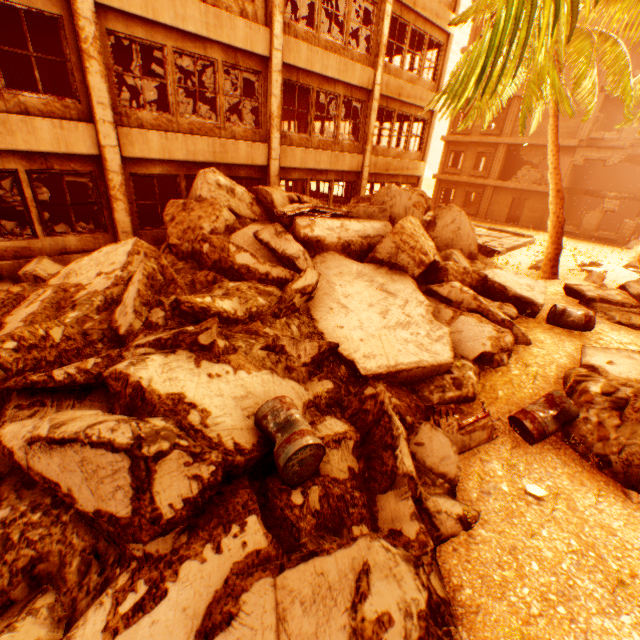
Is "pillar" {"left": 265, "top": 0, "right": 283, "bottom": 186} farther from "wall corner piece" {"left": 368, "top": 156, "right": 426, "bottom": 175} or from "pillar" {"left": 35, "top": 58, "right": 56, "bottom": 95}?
"pillar" {"left": 35, "top": 58, "right": 56, "bottom": 95}

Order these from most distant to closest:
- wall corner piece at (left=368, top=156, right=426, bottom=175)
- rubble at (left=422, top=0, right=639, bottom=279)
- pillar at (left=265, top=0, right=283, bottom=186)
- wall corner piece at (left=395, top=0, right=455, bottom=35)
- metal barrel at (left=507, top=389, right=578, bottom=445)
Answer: wall corner piece at (left=368, top=156, right=426, bottom=175)
wall corner piece at (left=395, top=0, right=455, bottom=35)
pillar at (left=265, top=0, right=283, bottom=186)
metal barrel at (left=507, top=389, right=578, bottom=445)
rubble at (left=422, top=0, right=639, bottom=279)

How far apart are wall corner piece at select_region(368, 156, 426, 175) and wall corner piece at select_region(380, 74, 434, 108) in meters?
2.2

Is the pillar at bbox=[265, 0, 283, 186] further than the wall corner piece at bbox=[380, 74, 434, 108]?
No

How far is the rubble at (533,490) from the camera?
4.4 meters

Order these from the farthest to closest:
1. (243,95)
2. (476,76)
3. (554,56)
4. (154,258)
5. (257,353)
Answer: (243,95) → (554,56) → (154,258) → (257,353) → (476,76)

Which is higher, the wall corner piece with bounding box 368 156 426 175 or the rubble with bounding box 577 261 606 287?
the wall corner piece with bounding box 368 156 426 175

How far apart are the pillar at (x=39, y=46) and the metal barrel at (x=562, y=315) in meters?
17.4 m
